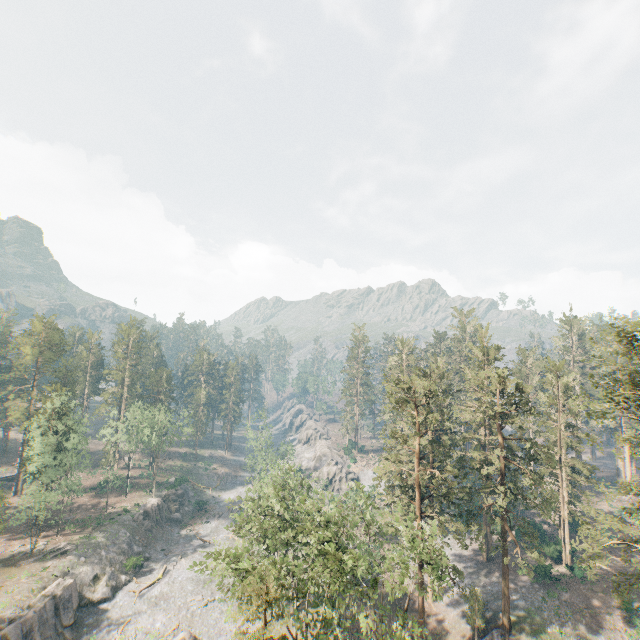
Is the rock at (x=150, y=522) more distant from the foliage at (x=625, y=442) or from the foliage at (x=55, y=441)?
the foliage at (x=625, y=442)

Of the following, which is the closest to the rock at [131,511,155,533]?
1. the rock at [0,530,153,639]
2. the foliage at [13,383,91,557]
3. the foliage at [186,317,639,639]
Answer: → the foliage at [13,383,91,557]

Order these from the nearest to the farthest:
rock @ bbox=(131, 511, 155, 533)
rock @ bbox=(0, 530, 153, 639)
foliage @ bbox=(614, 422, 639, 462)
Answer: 1. foliage @ bbox=(614, 422, 639, 462)
2. rock @ bbox=(0, 530, 153, 639)
3. rock @ bbox=(131, 511, 155, 533)

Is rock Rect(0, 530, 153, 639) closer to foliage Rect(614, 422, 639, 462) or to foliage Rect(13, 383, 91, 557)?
foliage Rect(614, 422, 639, 462)

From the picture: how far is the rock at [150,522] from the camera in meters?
57.8 m

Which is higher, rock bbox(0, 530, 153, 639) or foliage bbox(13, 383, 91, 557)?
foliage bbox(13, 383, 91, 557)

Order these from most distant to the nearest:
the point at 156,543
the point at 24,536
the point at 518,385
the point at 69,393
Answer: the point at 156,543 → the point at 69,393 → the point at 24,536 → the point at 518,385

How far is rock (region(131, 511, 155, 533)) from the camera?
57.8m
